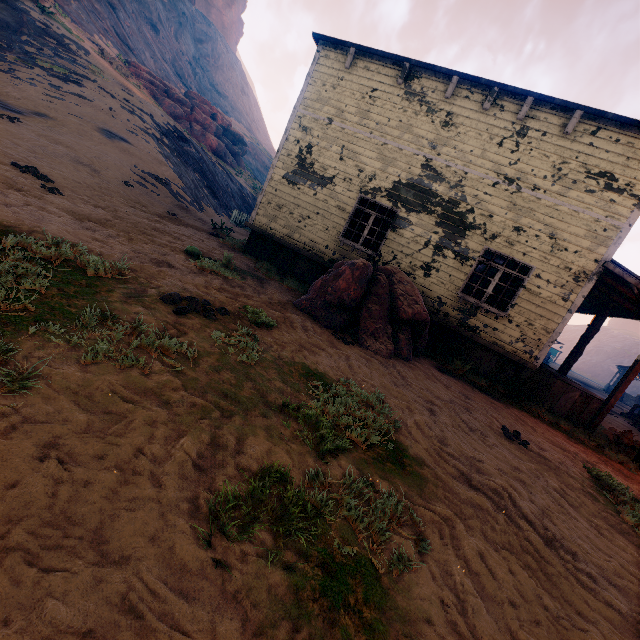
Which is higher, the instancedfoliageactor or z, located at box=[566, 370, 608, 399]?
the instancedfoliageactor

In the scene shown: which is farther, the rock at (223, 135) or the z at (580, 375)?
the z at (580, 375)

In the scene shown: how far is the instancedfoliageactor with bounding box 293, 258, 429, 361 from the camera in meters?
6.8 m

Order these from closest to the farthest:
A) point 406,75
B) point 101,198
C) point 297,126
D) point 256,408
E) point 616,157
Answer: point 256,408 → point 616,157 → point 101,198 → point 406,75 → point 297,126

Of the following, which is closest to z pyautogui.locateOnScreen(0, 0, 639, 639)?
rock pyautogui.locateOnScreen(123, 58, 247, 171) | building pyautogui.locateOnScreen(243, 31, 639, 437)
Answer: building pyautogui.locateOnScreen(243, 31, 639, 437)

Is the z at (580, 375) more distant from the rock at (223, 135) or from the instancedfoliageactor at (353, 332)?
the rock at (223, 135)

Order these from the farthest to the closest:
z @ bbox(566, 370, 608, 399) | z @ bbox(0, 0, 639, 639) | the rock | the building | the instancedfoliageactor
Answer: z @ bbox(566, 370, 608, 399), the rock, the building, the instancedfoliageactor, z @ bbox(0, 0, 639, 639)
